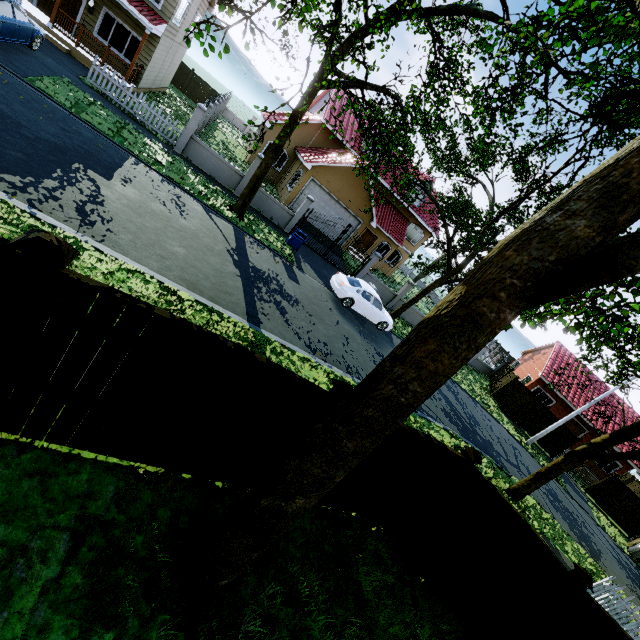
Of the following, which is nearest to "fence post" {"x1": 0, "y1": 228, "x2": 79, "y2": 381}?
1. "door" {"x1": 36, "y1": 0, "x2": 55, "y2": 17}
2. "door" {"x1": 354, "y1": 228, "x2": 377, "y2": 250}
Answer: "door" {"x1": 36, "y1": 0, "x2": 55, "y2": 17}

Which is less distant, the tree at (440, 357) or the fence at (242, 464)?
the tree at (440, 357)

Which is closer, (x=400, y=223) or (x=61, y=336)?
(x=61, y=336)

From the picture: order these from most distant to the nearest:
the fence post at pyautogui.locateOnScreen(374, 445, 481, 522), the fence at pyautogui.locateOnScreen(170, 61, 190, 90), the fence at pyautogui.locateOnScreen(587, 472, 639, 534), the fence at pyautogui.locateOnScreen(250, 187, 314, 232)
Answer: the fence at pyautogui.locateOnScreen(170, 61, 190, 90)
the fence at pyautogui.locateOnScreen(587, 472, 639, 534)
the fence at pyautogui.locateOnScreen(250, 187, 314, 232)
the fence post at pyautogui.locateOnScreen(374, 445, 481, 522)

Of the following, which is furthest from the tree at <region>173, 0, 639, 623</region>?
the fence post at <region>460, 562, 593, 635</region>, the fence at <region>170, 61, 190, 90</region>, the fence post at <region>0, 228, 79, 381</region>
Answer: the fence post at <region>460, 562, 593, 635</region>

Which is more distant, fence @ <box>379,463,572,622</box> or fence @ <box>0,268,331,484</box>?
fence @ <box>379,463,572,622</box>

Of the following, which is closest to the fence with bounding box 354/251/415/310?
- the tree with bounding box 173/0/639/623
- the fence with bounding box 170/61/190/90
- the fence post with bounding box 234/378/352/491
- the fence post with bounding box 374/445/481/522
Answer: the tree with bounding box 173/0/639/623

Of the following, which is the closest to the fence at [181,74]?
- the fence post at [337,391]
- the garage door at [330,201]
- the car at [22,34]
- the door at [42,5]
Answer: the fence post at [337,391]
